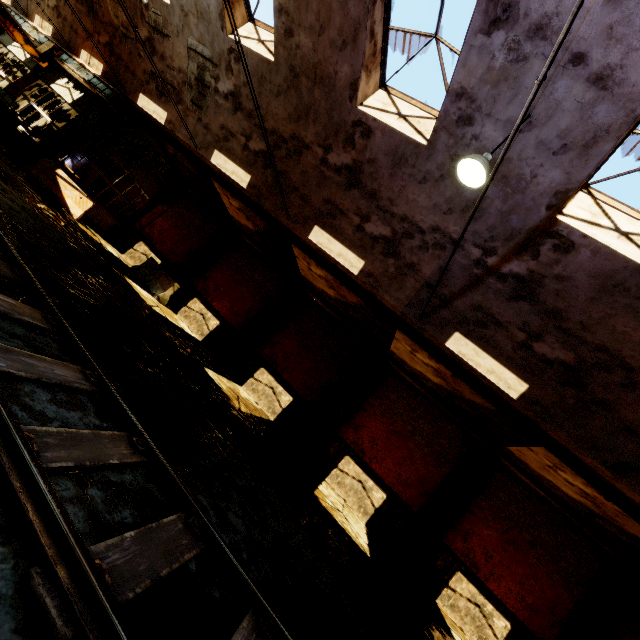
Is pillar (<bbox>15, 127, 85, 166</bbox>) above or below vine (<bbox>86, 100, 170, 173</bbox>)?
below

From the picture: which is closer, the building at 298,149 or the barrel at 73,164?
the building at 298,149

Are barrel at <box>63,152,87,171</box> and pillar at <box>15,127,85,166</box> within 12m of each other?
yes

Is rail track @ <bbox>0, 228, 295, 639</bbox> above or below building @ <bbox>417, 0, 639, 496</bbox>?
below

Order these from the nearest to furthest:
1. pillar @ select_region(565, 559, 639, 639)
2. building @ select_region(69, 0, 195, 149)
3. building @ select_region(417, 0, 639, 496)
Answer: building @ select_region(417, 0, 639, 496) < pillar @ select_region(565, 559, 639, 639) < building @ select_region(69, 0, 195, 149)

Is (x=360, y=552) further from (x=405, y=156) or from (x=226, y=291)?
(x=226, y=291)

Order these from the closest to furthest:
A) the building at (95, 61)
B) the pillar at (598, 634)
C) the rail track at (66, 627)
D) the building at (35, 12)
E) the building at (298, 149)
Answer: the rail track at (66, 627), the building at (298, 149), the pillar at (598, 634), the building at (95, 61), the building at (35, 12)

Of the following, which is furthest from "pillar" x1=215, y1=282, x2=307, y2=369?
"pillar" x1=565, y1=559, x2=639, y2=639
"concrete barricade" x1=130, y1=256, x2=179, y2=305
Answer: "pillar" x1=565, y1=559, x2=639, y2=639
